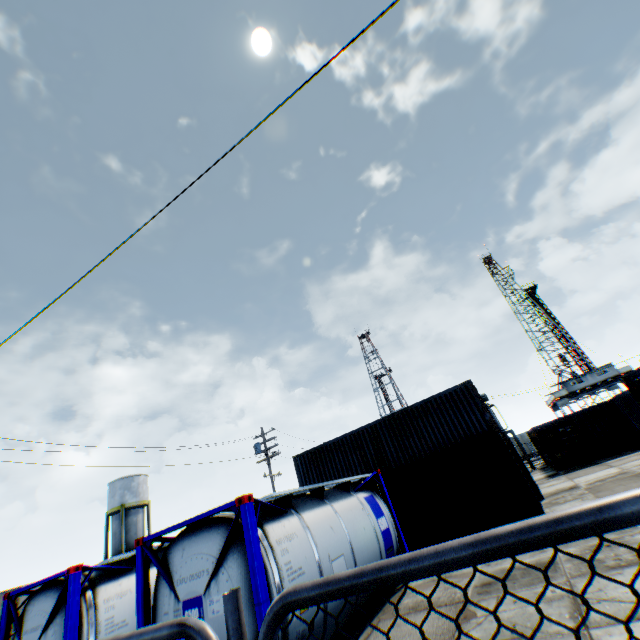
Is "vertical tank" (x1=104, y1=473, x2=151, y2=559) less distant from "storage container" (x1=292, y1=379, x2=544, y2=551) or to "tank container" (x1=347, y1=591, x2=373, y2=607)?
"storage container" (x1=292, y1=379, x2=544, y2=551)

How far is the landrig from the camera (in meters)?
46.78

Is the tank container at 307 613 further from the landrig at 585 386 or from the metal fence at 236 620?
the landrig at 585 386

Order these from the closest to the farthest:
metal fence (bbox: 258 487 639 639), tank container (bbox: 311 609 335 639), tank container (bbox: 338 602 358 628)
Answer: metal fence (bbox: 258 487 639 639) < tank container (bbox: 311 609 335 639) < tank container (bbox: 338 602 358 628)

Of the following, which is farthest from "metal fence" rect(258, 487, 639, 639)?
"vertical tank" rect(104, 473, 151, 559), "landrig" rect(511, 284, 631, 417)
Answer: "landrig" rect(511, 284, 631, 417)

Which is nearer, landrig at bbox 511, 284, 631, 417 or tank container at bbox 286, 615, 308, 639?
tank container at bbox 286, 615, 308, 639

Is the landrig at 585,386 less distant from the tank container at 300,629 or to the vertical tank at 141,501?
the tank container at 300,629

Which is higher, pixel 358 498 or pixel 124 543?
pixel 124 543
